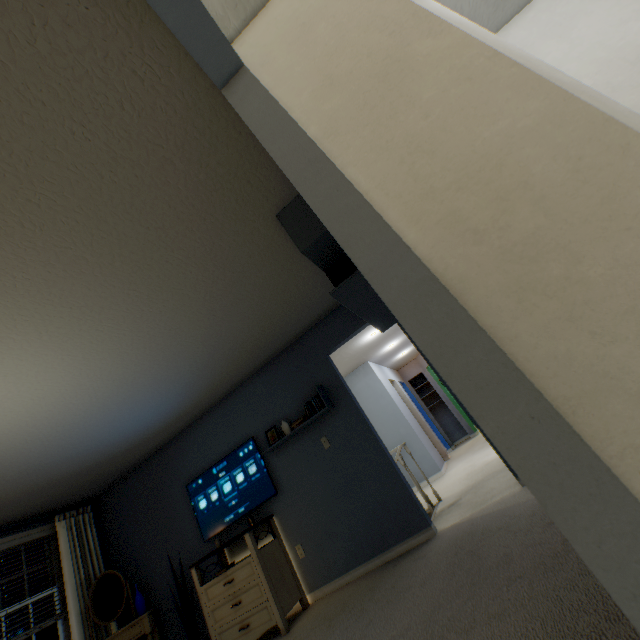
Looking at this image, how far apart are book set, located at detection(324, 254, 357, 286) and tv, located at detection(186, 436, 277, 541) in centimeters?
252cm

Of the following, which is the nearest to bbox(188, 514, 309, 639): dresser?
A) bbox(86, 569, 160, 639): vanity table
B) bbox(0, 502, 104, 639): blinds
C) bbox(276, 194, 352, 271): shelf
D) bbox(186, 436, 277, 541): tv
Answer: bbox(186, 436, 277, 541): tv

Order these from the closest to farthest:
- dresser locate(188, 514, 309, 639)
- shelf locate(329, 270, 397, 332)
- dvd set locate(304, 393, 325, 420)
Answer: shelf locate(329, 270, 397, 332) → dresser locate(188, 514, 309, 639) → dvd set locate(304, 393, 325, 420)

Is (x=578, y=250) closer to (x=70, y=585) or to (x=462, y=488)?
(x=462, y=488)

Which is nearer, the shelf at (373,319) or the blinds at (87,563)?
the shelf at (373,319)

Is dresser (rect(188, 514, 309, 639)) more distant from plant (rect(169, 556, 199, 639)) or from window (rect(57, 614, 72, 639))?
window (rect(57, 614, 72, 639))

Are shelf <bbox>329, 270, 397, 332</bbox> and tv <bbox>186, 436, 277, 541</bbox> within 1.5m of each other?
no

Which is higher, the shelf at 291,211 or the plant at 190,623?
the shelf at 291,211
